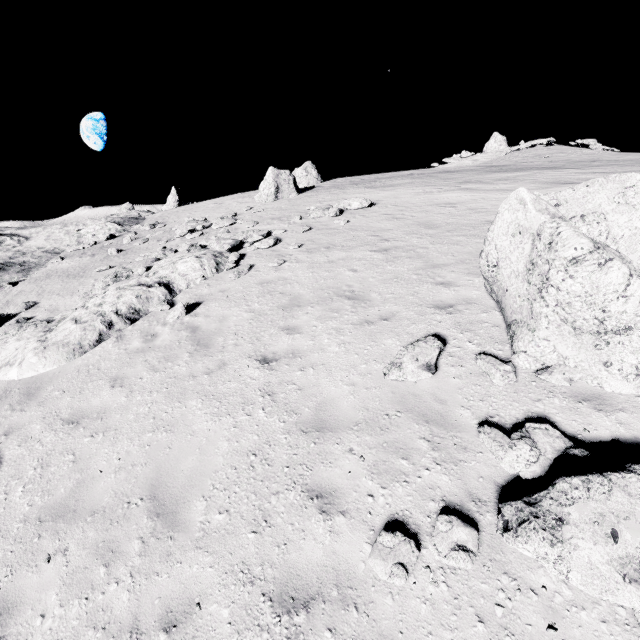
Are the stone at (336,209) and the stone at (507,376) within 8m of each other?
no

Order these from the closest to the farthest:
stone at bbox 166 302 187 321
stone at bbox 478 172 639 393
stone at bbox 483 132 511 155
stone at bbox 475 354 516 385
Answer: stone at bbox 478 172 639 393
stone at bbox 475 354 516 385
stone at bbox 166 302 187 321
stone at bbox 483 132 511 155

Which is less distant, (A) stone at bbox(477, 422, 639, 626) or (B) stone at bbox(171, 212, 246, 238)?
(A) stone at bbox(477, 422, 639, 626)

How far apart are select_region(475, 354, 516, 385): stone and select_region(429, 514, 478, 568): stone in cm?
242

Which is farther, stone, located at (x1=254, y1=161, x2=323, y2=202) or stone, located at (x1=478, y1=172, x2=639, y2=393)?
stone, located at (x1=254, y1=161, x2=323, y2=202)

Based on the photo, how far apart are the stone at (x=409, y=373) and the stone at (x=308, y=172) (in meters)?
20.64

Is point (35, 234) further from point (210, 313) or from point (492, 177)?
point (492, 177)

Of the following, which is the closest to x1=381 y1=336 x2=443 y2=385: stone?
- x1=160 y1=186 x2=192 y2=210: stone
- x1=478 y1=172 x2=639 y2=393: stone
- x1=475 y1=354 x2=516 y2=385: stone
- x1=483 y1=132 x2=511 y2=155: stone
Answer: x1=475 y1=354 x2=516 y2=385: stone
